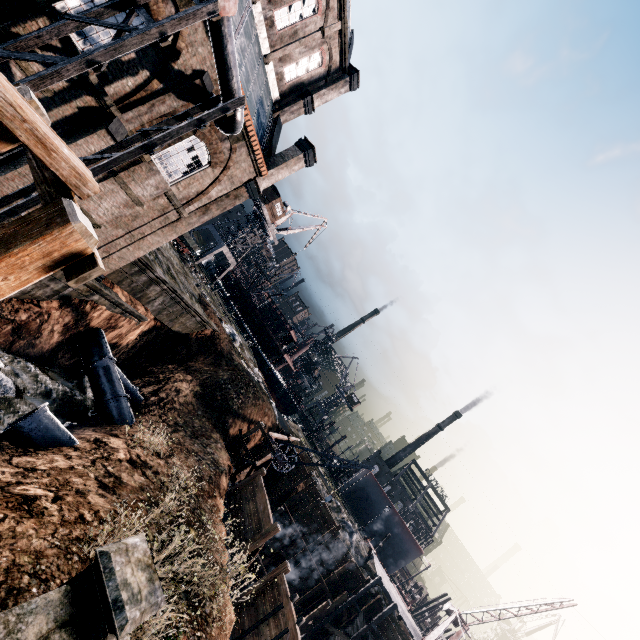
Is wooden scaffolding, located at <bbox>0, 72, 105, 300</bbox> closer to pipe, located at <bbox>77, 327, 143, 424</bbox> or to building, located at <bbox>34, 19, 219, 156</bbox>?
building, located at <bbox>34, 19, 219, 156</bbox>

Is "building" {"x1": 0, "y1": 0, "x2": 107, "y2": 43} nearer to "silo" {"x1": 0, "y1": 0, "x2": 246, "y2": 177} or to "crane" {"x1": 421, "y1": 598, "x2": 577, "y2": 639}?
"silo" {"x1": 0, "y1": 0, "x2": 246, "y2": 177}

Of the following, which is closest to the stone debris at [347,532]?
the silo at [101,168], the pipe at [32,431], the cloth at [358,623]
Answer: the cloth at [358,623]

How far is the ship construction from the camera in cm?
5291

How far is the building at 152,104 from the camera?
13.1m

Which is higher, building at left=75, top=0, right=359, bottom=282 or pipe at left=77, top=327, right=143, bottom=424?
building at left=75, top=0, right=359, bottom=282

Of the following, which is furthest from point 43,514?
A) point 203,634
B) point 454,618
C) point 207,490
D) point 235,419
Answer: point 454,618

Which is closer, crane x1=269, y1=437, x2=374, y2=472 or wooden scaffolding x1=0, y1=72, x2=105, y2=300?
wooden scaffolding x1=0, y1=72, x2=105, y2=300
